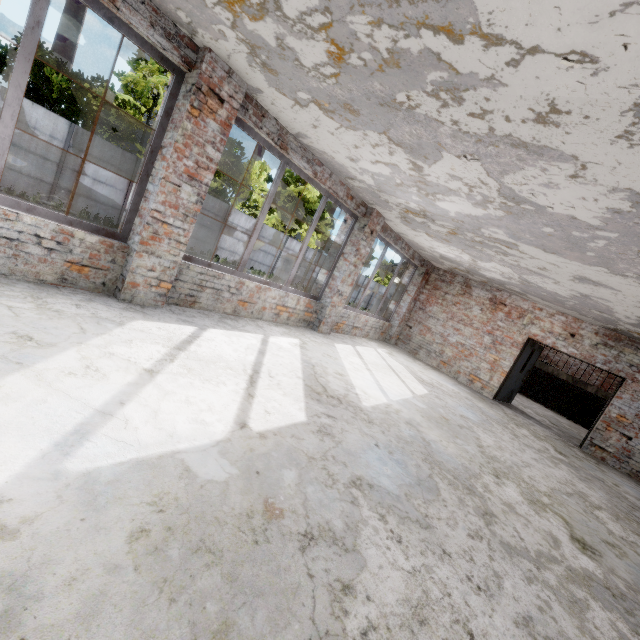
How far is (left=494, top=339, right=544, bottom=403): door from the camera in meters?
10.0 m

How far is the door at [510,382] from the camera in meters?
10.0 m

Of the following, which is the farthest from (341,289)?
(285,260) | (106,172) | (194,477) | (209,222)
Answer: (285,260)
